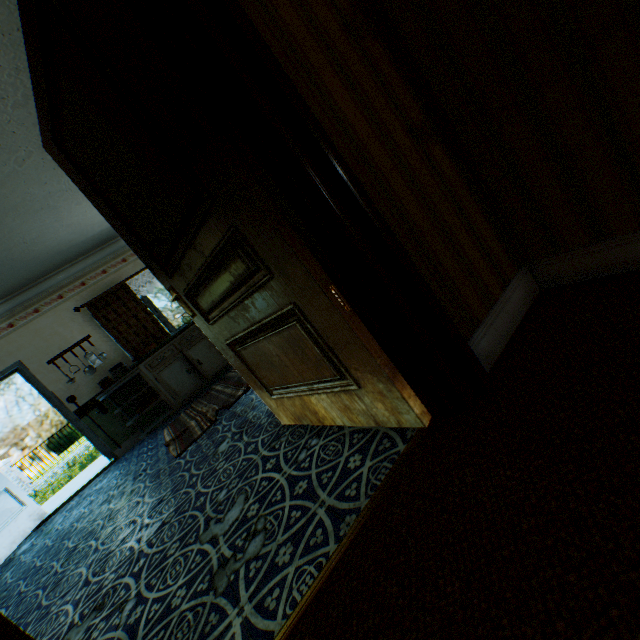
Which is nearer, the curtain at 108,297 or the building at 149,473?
the building at 149,473

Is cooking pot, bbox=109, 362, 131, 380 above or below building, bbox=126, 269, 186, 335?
below

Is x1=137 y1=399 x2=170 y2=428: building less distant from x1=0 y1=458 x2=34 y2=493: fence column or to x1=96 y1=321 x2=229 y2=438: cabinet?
x1=96 y1=321 x2=229 y2=438: cabinet

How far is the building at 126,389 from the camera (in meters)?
5.80

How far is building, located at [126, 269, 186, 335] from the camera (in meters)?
6.20

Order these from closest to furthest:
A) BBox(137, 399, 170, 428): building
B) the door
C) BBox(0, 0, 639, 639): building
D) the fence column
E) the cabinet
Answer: BBox(0, 0, 639, 639): building < the door < the cabinet < BBox(137, 399, 170, 428): building < the fence column

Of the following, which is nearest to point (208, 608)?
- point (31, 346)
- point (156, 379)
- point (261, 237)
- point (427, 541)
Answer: point (427, 541)

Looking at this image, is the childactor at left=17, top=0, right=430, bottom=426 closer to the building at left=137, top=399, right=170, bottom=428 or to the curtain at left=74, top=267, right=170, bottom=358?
the building at left=137, top=399, right=170, bottom=428
